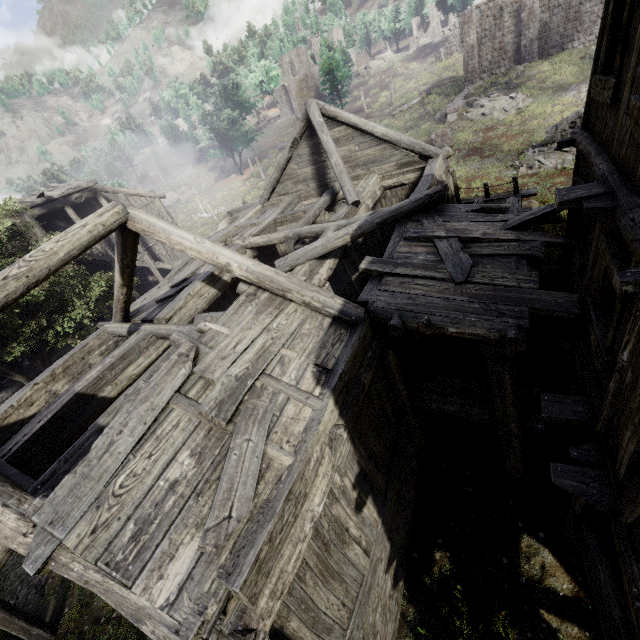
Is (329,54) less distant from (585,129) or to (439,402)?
(585,129)

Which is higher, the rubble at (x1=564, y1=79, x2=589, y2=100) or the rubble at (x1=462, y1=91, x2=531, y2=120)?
the rubble at (x1=462, y1=91, x2=531, y2=120)

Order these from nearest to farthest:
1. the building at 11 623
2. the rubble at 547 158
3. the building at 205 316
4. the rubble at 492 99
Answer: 1. the building at 205 316
2. the building at 11 623
3. the rubble at 547 158
4. the rubble at 492 99

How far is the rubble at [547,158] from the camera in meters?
17.7 m

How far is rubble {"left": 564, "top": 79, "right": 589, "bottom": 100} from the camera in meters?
22.7

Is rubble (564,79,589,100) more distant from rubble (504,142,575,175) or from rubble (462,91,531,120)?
rubble (504,142,575,175)

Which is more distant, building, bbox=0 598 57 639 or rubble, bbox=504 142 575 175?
rubble, bbox=504 142 575 175

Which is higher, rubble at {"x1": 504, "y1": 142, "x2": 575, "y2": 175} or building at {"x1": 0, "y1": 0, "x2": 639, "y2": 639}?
building at {"x1": 0, "y1": 0, "x2": 639, "y2": 639}
